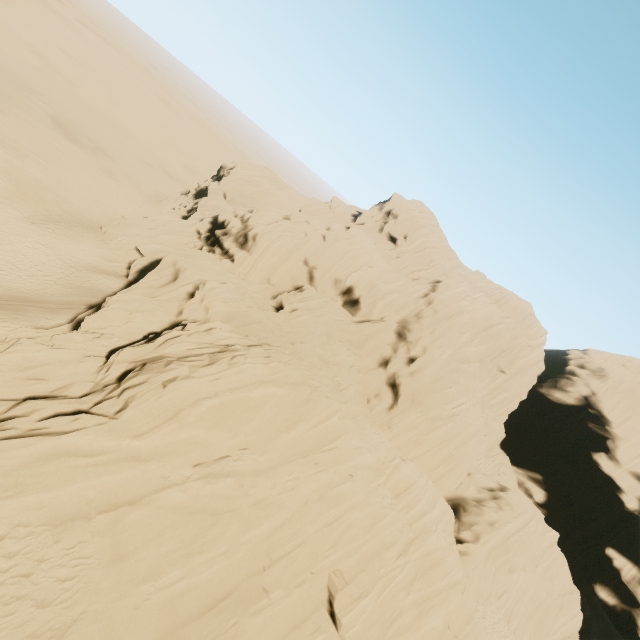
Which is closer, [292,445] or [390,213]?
[292,445]
